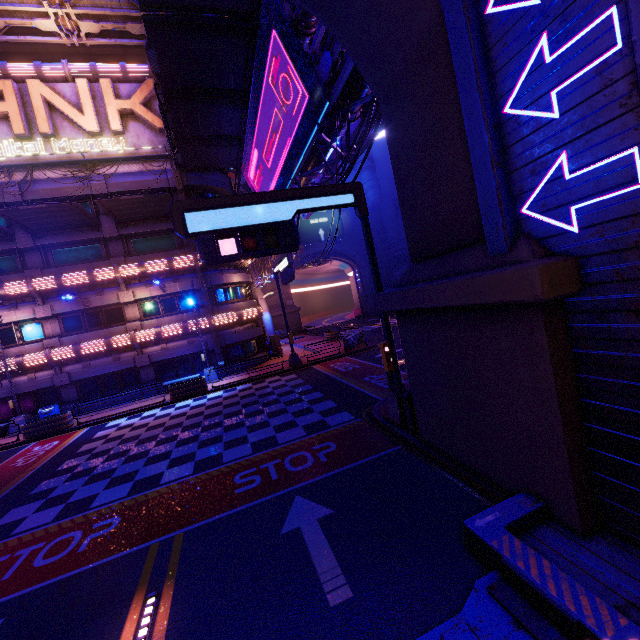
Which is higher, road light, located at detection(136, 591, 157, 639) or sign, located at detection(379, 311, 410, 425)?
sign, located at detection(379, 311, 410, 425)

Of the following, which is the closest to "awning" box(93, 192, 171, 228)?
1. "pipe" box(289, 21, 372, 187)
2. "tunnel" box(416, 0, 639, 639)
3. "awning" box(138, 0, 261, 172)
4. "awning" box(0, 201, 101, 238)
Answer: "awning" box(0, 201, 101, 238)

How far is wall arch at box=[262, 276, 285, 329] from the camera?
47.2 meters

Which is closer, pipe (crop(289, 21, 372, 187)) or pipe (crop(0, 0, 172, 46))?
pipe (crop(289, 21, 372, 187))

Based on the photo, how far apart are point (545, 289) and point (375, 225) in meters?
51.4 m

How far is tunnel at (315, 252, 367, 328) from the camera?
53.5 meters

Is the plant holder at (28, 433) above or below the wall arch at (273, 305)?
below

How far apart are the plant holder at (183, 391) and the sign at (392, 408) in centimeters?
1389cm
